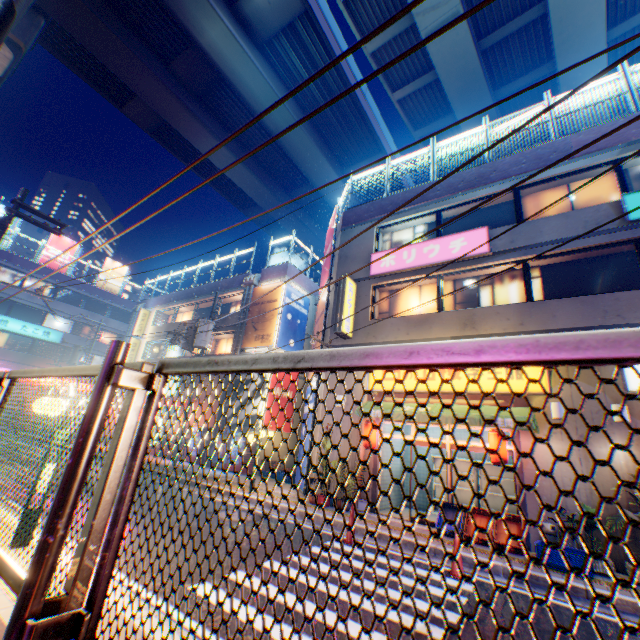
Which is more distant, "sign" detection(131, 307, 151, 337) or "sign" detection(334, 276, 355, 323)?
"sign" detection(131, 307, 151, 337)

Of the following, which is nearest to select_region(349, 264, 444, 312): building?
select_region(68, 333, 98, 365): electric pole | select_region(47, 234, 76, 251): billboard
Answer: select_region(68, 333, 98, 365): electric pole

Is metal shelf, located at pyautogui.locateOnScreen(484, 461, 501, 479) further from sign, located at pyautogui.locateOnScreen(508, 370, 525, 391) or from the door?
sign, located at pyautogui.locateOnScreen(508, 370, 525, 391)

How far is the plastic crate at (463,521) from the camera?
8.36m

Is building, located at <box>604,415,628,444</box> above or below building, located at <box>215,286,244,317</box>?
below

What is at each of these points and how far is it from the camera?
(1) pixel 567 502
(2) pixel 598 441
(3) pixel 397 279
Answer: (1) building, 8.10m
(2) building, 8.19m
(3) building, 12.91m

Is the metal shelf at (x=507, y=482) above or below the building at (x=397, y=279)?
below

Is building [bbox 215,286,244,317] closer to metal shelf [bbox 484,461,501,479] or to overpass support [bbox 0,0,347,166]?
overpass support [bbox 0,0,347,166]
